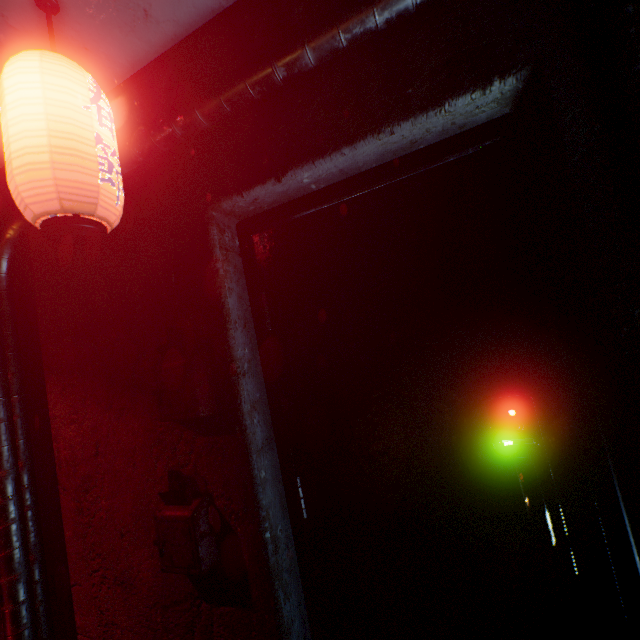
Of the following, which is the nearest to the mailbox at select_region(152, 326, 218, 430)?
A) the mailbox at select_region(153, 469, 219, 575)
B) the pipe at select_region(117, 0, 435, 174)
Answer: the mailbox at select_region(153, 469, 219, 575)

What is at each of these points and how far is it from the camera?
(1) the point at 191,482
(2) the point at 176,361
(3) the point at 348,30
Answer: (1) mailbox, 1.1m
(2) mailbox, 1.1m
(3) pipe, 0.9m

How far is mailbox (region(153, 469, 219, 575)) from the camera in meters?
1.1 m

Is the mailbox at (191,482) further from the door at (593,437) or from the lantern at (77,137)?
the lantern at (77,137)

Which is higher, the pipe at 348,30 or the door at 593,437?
the pipe at 348,30

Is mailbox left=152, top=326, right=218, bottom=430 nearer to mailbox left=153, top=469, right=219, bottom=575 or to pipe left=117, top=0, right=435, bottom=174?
mailbox left=153, top=469, right=219, bottom=575

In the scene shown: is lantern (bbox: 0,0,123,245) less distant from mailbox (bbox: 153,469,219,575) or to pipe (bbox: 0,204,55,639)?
pipe (bbox: 0,204,55,639)

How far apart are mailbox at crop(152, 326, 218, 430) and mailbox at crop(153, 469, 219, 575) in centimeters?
16cm
